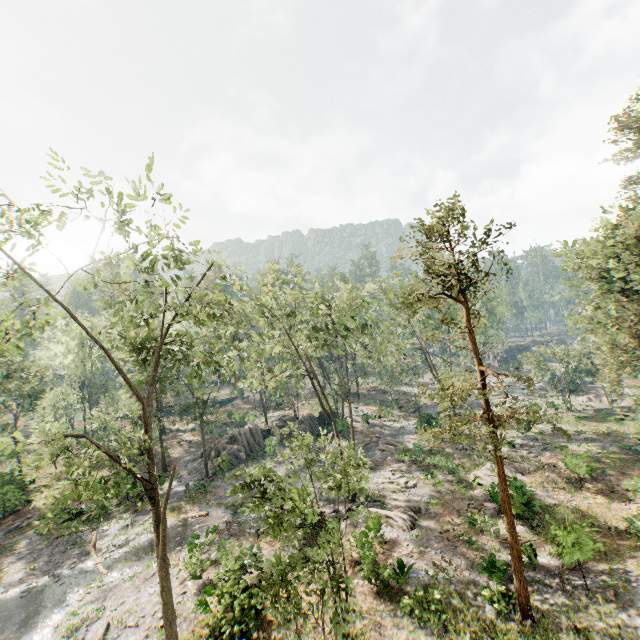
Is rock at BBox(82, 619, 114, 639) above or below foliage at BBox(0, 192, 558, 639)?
below

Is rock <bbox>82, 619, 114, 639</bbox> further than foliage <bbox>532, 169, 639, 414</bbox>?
No

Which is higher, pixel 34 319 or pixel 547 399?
pixel 34 319

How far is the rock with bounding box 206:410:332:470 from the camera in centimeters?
3584cm

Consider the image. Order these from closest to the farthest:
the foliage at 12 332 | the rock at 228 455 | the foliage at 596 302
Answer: the foliage at 12 332 < the foliage at 596 302 < the rock at 228 455

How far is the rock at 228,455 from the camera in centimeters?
3584cm

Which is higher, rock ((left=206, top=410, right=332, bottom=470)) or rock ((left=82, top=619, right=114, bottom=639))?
rock ((left=206, top=410, right=332, bottom=470))

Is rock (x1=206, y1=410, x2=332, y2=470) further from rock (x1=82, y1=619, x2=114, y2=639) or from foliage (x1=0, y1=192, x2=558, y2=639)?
rock (x1=82, y1=619, x2=114, y2=639)
